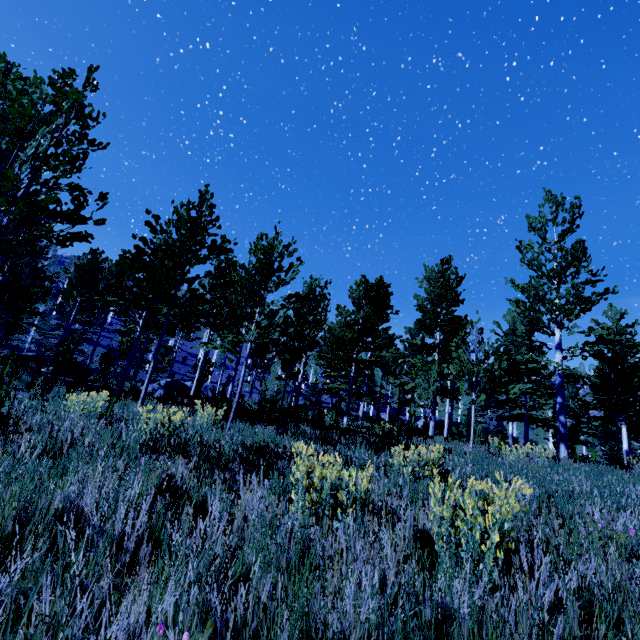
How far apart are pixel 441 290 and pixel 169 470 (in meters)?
17.38

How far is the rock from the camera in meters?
14.9 m

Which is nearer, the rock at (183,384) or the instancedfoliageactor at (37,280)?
the instancedfoliageactor at (37,280)

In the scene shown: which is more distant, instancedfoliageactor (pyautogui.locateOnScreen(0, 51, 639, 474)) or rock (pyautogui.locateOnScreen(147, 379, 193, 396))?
rock (pyautogui.locateOnScreen(147, 379, 193, 396))

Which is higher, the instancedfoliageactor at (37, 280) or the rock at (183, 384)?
the instancedfoliageactor at (37, 280)

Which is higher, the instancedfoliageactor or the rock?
the instancedfoliageactor
